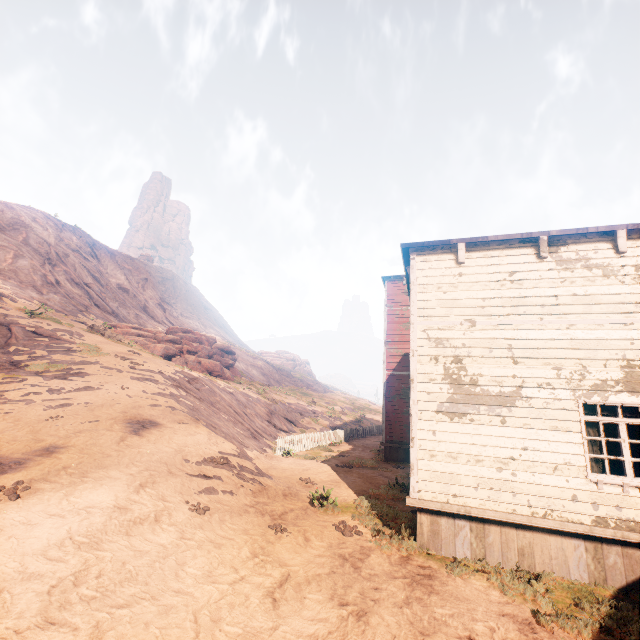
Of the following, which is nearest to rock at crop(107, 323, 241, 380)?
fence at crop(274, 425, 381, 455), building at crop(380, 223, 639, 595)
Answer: fence at crop(274, 425, 381, 455)

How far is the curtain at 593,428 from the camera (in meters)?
6.54

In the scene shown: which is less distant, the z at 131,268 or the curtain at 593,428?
the z at 131,268

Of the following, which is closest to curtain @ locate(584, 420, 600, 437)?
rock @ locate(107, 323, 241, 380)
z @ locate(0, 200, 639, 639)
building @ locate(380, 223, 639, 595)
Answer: building @ locate(380, 223, 639, 595)

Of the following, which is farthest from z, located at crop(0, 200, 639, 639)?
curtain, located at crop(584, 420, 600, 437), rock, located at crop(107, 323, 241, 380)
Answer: rock, located at crop(107, 323, 241, 380)

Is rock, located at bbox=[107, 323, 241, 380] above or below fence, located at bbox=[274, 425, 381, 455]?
above

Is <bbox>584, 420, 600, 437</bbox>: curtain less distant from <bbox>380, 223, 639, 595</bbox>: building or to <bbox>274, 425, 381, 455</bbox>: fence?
<bbox>380, 223, 639, 595</bbox>: building

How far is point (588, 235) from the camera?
7.4 meters
